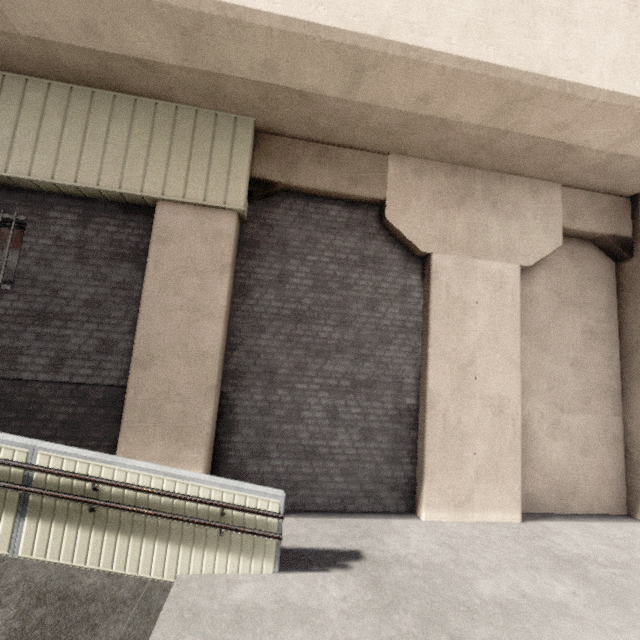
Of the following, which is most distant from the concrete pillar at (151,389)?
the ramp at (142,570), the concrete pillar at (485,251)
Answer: the ramp at (142,570)

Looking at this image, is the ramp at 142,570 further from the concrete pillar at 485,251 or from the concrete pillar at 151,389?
the concrete pillar at 485,251

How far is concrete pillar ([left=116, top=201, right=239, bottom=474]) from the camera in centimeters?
509cm

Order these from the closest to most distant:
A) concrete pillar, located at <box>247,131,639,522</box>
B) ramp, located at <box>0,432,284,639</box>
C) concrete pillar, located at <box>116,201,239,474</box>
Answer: ramp, located at <box>0,432,284,639</box>, concrete pillar, located at <box>116,201,239,474</box>, concrete pillar, located at <box>247,131,639,522</box>

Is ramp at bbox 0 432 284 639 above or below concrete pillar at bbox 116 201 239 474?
below

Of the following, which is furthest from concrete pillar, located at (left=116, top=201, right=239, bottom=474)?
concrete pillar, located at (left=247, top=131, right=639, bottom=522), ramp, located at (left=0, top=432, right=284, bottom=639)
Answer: ramp, located at (left=0, top=432, right=284, bottom=639)

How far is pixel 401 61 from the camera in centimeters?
459cm

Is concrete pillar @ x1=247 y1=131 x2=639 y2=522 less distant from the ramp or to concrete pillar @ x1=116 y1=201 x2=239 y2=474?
concrete pillar @ x1=116 y1=201 x2=239 y2=474
